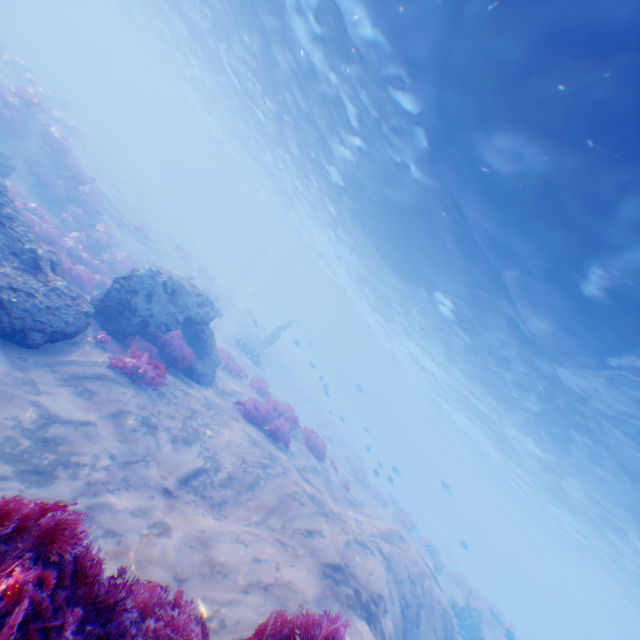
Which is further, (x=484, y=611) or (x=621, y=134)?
(x=484, y=611)

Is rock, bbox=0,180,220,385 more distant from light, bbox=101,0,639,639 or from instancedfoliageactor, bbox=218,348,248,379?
light, bbox=101,0,639,639

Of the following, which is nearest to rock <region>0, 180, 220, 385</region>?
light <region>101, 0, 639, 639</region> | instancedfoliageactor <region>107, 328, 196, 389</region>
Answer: instancedfoliageactor <region>107, 328, 196, 389</region>

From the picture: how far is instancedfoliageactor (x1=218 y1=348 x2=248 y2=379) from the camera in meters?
16.2

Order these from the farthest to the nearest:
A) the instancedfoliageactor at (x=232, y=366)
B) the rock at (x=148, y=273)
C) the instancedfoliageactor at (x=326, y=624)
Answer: the instancedfoliageactor at (x=232, y=366)
the rock at (x=148, y=273)
the instancedfoliageactor at (x=326, y=624)

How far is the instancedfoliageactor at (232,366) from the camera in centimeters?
1616cm
